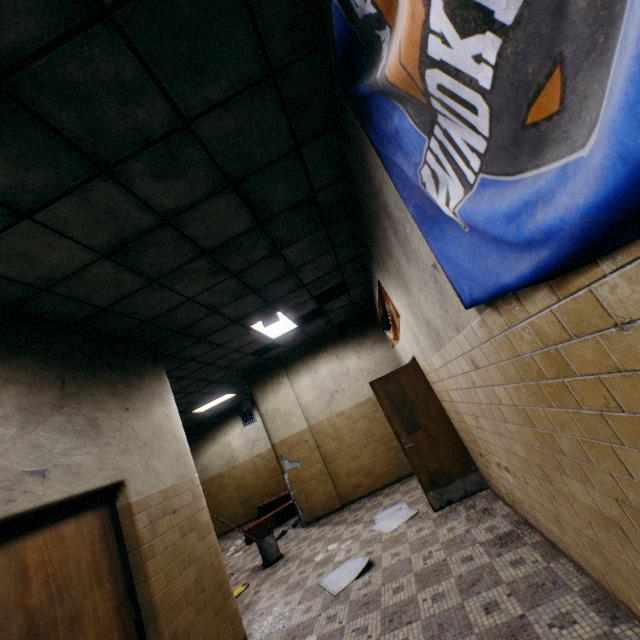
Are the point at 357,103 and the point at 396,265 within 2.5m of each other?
yes

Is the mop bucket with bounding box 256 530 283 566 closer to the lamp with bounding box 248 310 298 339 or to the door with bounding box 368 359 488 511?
the door with bounding box 368 359 488 511

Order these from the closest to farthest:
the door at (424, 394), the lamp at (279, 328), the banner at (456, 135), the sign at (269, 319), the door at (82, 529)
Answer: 1. the banner at (456, 135)
2. the door at (82, 529)
3. the door at (424, 394)
4. the sign at (269, 319)
5. the lamp at (279, 328)

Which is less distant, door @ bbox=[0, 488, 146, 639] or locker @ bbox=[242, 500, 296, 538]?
door @ bbox=[0, 488, 146, 639]

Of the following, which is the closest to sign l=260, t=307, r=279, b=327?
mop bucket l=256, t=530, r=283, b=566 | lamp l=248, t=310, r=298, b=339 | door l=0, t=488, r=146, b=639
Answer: lamp l=248, t=310, r=298, b=339

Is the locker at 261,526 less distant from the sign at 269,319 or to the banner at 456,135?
the sign at 269,319

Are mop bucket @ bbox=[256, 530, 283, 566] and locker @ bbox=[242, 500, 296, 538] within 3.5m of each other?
yes

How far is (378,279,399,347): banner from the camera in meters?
4.9
